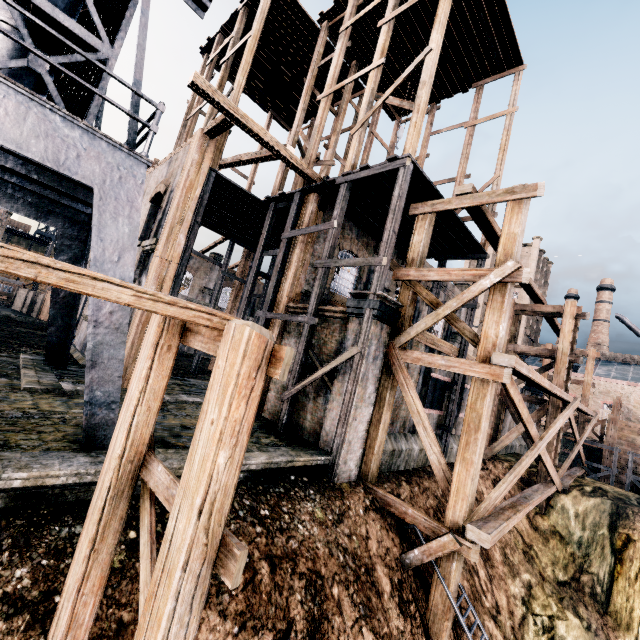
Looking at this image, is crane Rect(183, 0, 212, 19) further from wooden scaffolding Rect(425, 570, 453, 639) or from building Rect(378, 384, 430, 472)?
wooden scaffolding Rect(425, 570, 453, 639)

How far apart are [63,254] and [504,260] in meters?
16.3

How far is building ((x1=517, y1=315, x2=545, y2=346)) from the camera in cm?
5103

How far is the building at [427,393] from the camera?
14.5m

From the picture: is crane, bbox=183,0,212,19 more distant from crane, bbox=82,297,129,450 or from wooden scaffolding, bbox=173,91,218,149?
wooden scaffolding, bbox=173,91,218,149

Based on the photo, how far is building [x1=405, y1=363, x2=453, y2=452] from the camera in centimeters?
1452cm

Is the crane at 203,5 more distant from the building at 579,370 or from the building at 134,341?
the building at 579,370
